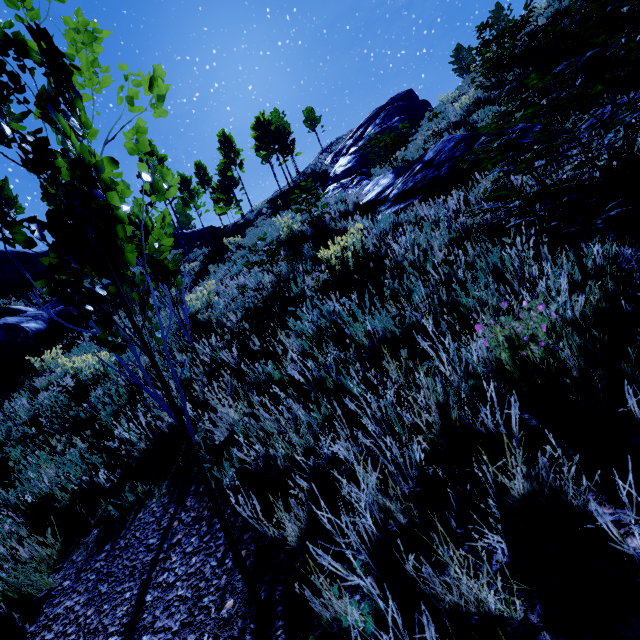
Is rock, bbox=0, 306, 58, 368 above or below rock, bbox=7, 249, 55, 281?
below

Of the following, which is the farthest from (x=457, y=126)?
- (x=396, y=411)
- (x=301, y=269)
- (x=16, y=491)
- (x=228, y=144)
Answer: (x=228, y=144)

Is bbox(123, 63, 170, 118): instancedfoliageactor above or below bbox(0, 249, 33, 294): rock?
below

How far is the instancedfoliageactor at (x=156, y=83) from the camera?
1.4m

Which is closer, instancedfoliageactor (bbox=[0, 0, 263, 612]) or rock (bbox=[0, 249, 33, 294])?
instancedfoliageactor (bbox=[0, 0, 263, 612])

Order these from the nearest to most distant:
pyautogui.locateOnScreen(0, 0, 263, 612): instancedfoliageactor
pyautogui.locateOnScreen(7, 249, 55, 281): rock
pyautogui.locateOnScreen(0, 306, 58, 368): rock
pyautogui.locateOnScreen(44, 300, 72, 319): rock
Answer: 1. pyautogui.locateOnScreen(0, 0, 263, 612): instancedfoliageactor
2. pyautogui.locateOnScreen(0, 306, 58, 368): rock
3. pyautogui.locateOnScreen(44, 300, 72, 319): rock
4. pyautogui.locateOnScreen(7, 249, 55, 281): rock

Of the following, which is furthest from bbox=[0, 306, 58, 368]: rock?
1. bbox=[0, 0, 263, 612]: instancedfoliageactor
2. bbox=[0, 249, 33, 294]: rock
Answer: bbox=[0, 249, 33, 294]: rock

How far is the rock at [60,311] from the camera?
14.7 meters
